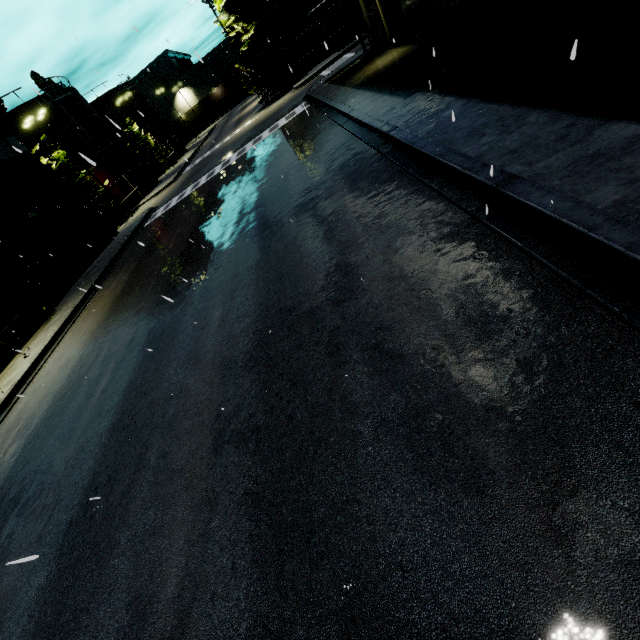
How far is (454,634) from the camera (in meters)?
2.21

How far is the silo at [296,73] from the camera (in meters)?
34.82

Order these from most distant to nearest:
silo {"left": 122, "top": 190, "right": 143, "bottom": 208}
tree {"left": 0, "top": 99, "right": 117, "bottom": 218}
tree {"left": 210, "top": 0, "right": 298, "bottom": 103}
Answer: silo {"left": 122, "top": 190, "right": 143, "bottom": 208}
tree {"left": 210, "top": 0, "right": 298, "bottom": 103}
tree {"left": 0, "top": 99, "right": 117, "bottom": 218}

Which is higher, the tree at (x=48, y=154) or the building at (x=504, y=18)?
the tree at (x=48, y=154)

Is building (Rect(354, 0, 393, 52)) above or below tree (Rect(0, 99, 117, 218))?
below

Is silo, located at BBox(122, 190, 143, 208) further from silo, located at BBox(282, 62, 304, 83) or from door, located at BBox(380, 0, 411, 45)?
door, located at BBox(380, 0, 411, 45)

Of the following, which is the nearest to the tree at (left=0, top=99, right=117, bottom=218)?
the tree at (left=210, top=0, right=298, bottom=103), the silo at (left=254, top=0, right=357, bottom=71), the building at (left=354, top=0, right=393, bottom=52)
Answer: the building at (left=354, top=0, right=393, bottom=52)

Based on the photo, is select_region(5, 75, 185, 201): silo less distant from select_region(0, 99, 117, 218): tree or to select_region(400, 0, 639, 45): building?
select_region(0, 99, 117, 218): tree
